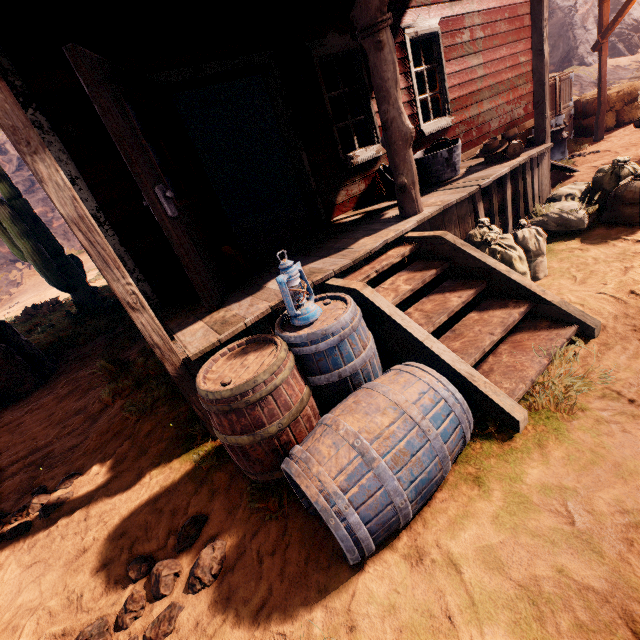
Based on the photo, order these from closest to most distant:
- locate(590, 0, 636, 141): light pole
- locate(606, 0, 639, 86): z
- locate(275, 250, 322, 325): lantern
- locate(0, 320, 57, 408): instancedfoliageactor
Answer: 1. locate(275, 250, 322, 325): lantern
2. locate(0, 320, 57, 408): instancedfoliageactor
3. locate(590, 0, 636, 141): light pole
4. locate(606, 0, 639, 86): z

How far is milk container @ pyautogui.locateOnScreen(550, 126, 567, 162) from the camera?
7.5 meters

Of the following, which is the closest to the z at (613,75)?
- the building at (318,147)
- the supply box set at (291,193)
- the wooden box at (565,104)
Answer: the building at (318,147)

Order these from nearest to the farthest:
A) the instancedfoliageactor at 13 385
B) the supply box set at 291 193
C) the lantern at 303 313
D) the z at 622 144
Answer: the lantern at 303 313
the instancedfoliageactor at 13 385
the z at 622 144
the supply box set at 291 193

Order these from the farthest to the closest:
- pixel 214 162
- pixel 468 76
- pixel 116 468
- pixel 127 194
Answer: pixel 214 162, pixel 468 76, pixel 127 194, pixel 116 468

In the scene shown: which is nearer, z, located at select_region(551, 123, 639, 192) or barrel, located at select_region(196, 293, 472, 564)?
barrel, located at select_region(196, 293, 472, 564)

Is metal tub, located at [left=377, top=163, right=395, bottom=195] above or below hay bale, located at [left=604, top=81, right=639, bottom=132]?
above

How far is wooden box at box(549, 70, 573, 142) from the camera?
8.4 meters
